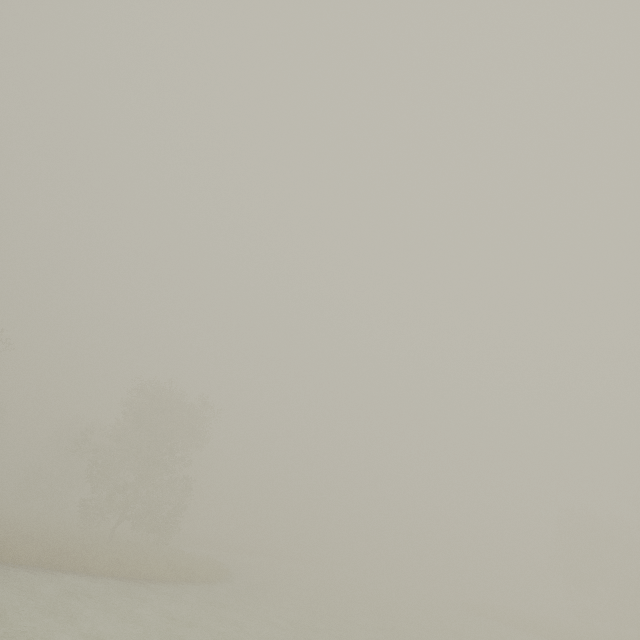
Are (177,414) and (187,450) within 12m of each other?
yes
